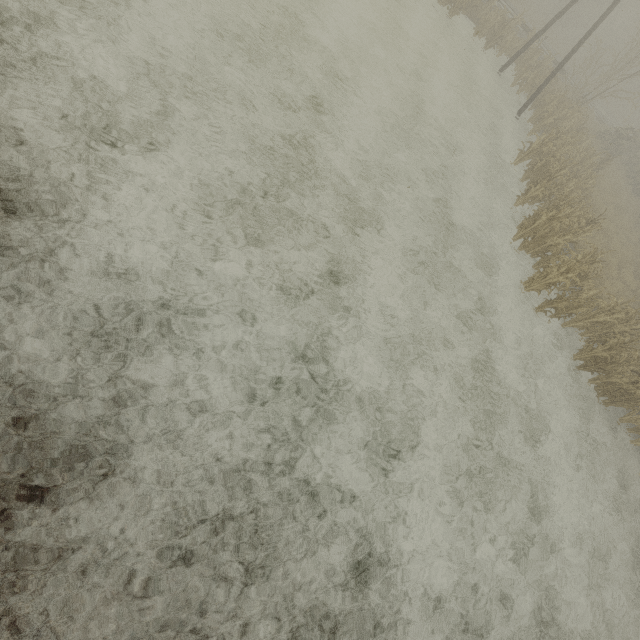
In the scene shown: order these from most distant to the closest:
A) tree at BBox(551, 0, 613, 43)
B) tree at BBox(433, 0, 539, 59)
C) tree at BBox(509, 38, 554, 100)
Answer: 1. tree at BBox(551, 0, 613, 43)
2. tree at BBox(509, 38, 554, 100)
3. tree at BBox(433, 0, 539, 59)

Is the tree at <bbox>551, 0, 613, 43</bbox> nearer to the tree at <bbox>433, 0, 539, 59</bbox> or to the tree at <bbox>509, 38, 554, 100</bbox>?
the tree at <bbox>509, 38, 554, 100</bbox>

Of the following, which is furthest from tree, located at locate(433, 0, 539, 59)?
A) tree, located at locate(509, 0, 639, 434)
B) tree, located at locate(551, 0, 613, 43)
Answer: tree, located at locate(551, 0, 613, 43)

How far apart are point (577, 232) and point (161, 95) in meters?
14.2 m

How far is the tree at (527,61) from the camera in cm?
1902

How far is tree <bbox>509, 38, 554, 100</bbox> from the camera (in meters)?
19.02

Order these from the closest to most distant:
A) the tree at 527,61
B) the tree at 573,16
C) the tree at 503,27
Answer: the tree at 503,27, the tree at 527,61, the tree at 573,16
